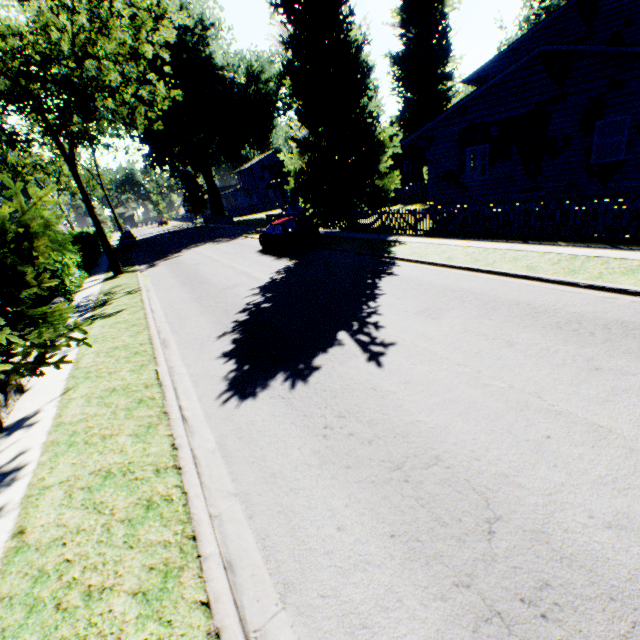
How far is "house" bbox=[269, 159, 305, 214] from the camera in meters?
36.9 m

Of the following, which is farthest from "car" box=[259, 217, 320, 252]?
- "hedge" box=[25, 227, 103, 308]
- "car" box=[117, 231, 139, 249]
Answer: "car" box=[117, 231, 139, 249]

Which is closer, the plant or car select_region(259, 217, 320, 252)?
the plant

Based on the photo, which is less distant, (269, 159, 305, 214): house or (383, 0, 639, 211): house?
(383, 0, 639, 211): house

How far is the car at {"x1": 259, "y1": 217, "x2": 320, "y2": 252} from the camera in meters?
17.0

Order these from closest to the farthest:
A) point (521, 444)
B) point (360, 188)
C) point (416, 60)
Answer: point (521, 444)
point (360, 188)
point (416, 60)

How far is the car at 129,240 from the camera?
36.8 meters

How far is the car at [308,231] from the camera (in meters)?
17.04
